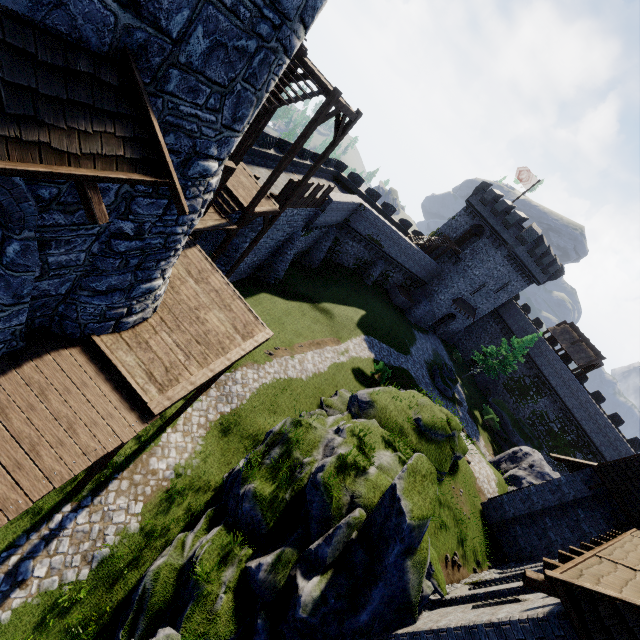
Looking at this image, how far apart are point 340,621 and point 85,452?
7.58m

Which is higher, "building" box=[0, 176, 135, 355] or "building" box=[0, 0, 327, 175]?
"building" box=[0, 0, 327, 175]

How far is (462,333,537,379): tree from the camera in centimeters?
3769cm

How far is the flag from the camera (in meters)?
36.75

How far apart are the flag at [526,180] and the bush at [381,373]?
27.8 meters

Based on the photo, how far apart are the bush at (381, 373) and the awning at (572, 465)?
11.41m

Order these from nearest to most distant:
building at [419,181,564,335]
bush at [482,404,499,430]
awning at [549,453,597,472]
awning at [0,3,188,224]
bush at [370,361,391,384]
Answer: awning at [0,3,188,224] < awning at [549,453,597,472] < bush at [370,361,391,384] < building at [419,181,564,335] < bush at [482,404,499,430]

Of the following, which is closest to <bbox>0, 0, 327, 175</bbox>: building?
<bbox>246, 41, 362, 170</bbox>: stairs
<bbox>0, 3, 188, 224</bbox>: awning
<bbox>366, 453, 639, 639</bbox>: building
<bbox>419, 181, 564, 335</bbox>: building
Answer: <bbox>0, 3, 188, 224</bbox>: awning
